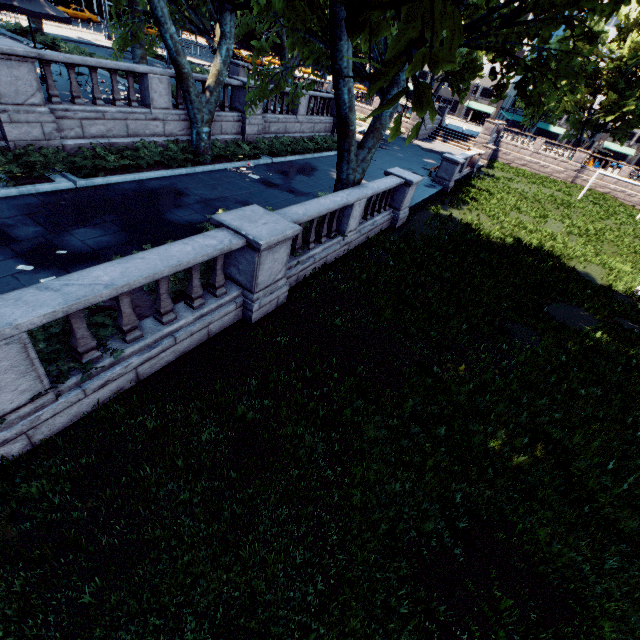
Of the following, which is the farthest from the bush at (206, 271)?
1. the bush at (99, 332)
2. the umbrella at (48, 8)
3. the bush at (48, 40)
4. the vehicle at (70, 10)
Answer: the vehicle at (70, 10)

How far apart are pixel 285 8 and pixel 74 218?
9.28m

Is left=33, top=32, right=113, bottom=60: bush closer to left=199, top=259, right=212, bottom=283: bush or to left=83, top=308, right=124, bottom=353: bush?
left=199, top=259, right=212, bottom=283: bush

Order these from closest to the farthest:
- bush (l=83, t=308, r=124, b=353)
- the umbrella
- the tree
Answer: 1. the tree
2. bush (l=83, t=308, r=124, b=353)
3. the umbrella

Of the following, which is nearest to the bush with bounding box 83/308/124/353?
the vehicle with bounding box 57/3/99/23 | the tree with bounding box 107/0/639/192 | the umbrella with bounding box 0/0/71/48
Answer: the tree with bounding box 107/0/639/192

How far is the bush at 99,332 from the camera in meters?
5.4

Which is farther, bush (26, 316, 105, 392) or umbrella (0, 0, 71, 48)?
umbrella (0, 0, 71, 48)

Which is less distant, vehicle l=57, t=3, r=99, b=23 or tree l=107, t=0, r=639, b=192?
tree l=107, t=0, r=639, b=192
